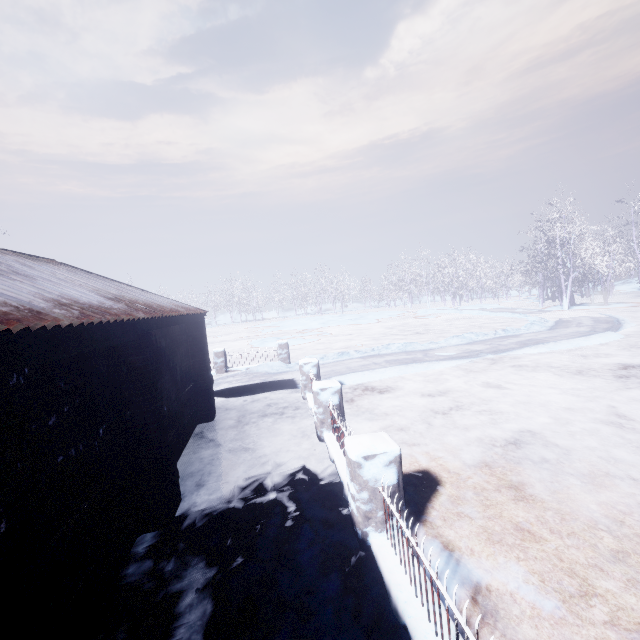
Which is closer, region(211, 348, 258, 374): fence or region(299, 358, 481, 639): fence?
region(299, 358, 481, 639): fence

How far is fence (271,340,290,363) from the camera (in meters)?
12.41

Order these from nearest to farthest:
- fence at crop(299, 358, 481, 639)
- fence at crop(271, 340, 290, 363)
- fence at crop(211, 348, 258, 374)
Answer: fence at crop(299, 358, 481, 639) < fence at crop(211, 348, 258, 374) < fence at crop(271, 340, 290, 363)

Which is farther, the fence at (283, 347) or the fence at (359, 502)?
the fence at (283, 347)

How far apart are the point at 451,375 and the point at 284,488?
6.10m

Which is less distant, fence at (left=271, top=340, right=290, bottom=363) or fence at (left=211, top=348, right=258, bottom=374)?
fence at (left=211, top=348, right=258, bottom=374)
